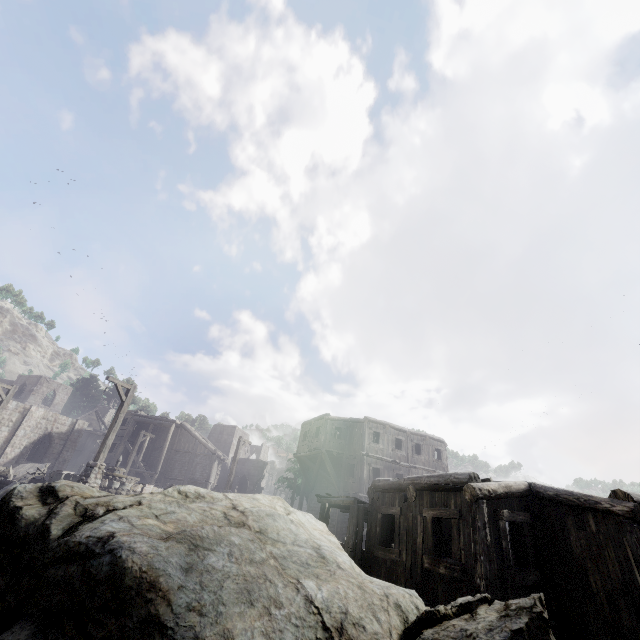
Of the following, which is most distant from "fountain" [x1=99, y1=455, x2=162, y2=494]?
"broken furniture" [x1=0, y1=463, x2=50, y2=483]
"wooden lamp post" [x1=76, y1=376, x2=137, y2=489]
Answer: "wooden lamp post" [x1=76, y1=376, x2=137, y2=489]

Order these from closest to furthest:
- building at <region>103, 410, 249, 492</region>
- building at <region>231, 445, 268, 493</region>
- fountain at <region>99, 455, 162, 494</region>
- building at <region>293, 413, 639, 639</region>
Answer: building at <region>293, 413, 639, 639</region>
fountain at <region>99, 455, 162, 494</region>
building at <region>103, 410, 249, 492</region>
building at <region>231, 445, 268, 493</region>

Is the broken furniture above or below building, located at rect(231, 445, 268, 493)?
below

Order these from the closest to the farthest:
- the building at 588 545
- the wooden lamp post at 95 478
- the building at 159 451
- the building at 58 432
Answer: the building at 588 545
the wooden lamp post at 95 478
the building at 58 432
the building at 159 451

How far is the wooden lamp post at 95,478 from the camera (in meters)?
13.44

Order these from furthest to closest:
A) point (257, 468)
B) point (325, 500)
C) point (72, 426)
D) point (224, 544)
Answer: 1. point (257, 468)
2. point (72, 426)
3. point (325, 500)
4. point (224, 544)

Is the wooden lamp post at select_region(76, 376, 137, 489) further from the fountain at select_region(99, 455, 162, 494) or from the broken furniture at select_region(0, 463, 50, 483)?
the broken furniture at select_region(0, 463, 50, 483)

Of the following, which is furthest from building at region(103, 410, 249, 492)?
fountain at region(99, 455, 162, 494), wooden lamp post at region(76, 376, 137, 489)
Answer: fountain at region(99, 455, 162, 494)
